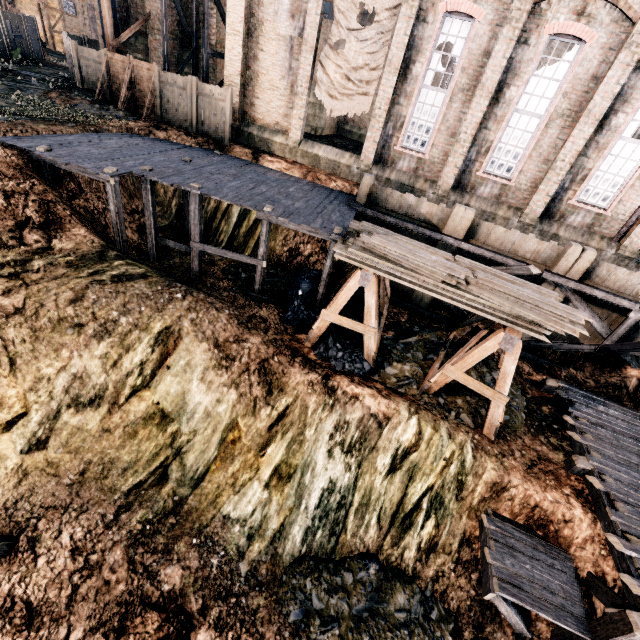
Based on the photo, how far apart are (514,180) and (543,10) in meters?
6.4

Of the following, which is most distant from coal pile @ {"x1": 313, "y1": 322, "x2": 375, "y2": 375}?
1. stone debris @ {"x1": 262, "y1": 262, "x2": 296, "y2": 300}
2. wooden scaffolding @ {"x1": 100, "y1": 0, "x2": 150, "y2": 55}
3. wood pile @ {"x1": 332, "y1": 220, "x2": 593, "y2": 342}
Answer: wooden scaffolding @ {"x1": 100, "y1": 0, "x2": 150, "y2": 55}

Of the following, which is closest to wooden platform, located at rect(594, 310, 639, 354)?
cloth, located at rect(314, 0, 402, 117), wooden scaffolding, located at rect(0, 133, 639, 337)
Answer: wooden scaffolding, located at rect(0, 133, 639, 337)

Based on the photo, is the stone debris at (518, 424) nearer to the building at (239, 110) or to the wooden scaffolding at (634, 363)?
the wooden scaffolding at (634, 363)

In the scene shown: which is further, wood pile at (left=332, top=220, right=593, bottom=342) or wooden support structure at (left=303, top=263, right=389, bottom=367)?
wooden support structure at (left=303, top=263, right=389, bottom=367)

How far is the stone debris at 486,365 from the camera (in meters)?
13.29

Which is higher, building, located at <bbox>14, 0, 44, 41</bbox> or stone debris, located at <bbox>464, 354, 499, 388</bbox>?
building, located at <bbox>14, 0, 44, 41</bbox>

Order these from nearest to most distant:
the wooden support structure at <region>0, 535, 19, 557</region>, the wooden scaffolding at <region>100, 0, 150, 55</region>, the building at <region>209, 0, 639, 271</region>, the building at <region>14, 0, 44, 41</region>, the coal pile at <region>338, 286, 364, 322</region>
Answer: the wooden support structure at <region>0, 535, 19, 557</region> → the building at <region>209, 0, 639, 271</region> → the coal pile at <region>338, 286, 364, 322</region> → the wooden scaffolding at <region>100, 0, 150, 55</region> → the building at <region>14, 0, 44, 41</region>
